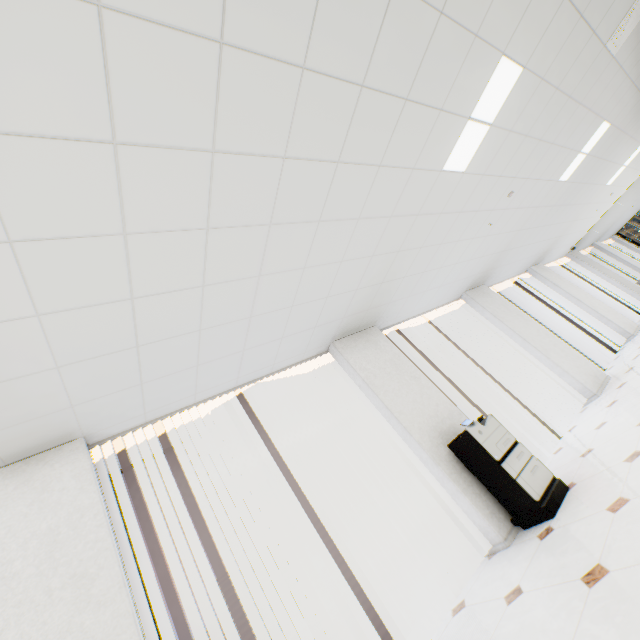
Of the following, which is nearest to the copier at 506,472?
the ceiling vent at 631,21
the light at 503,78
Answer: the light at 503,78

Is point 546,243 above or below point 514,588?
above

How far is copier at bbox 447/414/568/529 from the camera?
3.22m

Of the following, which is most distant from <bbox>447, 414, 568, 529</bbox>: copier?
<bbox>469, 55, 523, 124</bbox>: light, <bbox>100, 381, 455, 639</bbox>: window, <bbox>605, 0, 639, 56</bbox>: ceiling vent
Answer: <bbox>605, 0, 639, 56</bbox>: ceiling vent

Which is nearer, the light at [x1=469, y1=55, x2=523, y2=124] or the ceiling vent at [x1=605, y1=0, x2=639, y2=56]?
the light at [x1=469, y1=55, x2=523, y2=124]

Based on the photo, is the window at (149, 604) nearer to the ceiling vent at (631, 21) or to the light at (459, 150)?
the light at (459, 150)

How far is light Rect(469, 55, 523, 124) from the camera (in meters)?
2.87

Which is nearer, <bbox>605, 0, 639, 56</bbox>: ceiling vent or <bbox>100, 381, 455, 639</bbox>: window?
<bbox>100, 381, 455, 639</bbox>: window
